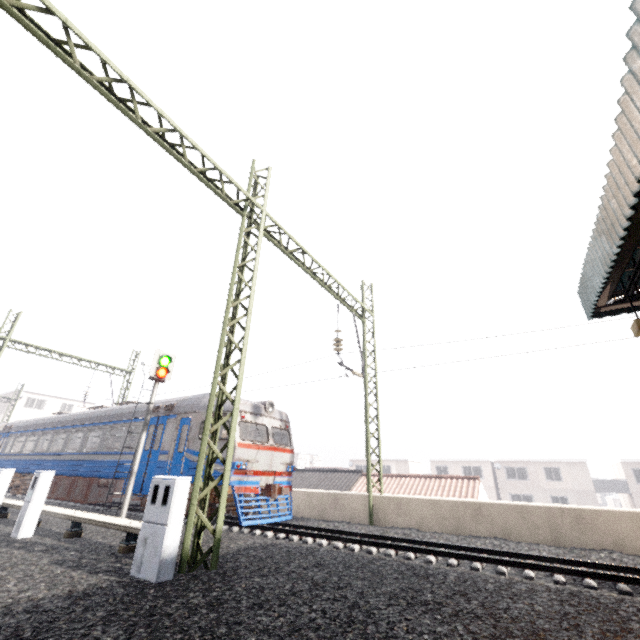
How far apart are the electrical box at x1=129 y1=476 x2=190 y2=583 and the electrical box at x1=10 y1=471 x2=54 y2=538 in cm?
480

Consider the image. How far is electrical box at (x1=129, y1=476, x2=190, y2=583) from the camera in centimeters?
502cm

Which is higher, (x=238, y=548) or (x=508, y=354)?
(x=508, y=354)

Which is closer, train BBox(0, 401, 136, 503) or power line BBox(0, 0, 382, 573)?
power line BBox(0, 0, 382, 573)

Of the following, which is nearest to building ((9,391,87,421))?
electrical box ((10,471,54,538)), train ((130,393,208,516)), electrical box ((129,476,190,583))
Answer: train ((130,393,208,516))

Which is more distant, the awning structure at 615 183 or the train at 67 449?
the train at 67 449

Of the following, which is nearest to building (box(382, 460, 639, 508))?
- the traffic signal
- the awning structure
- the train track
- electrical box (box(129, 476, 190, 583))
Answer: the train track

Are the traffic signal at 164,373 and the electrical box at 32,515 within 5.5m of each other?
yes
